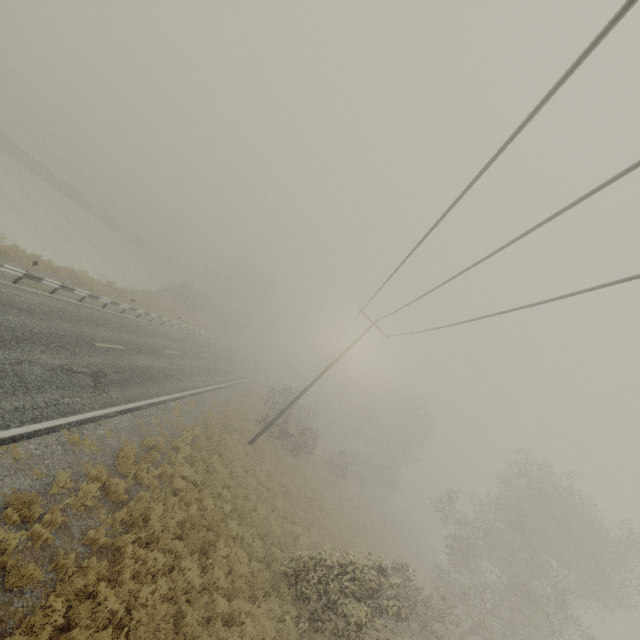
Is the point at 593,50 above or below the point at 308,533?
above
